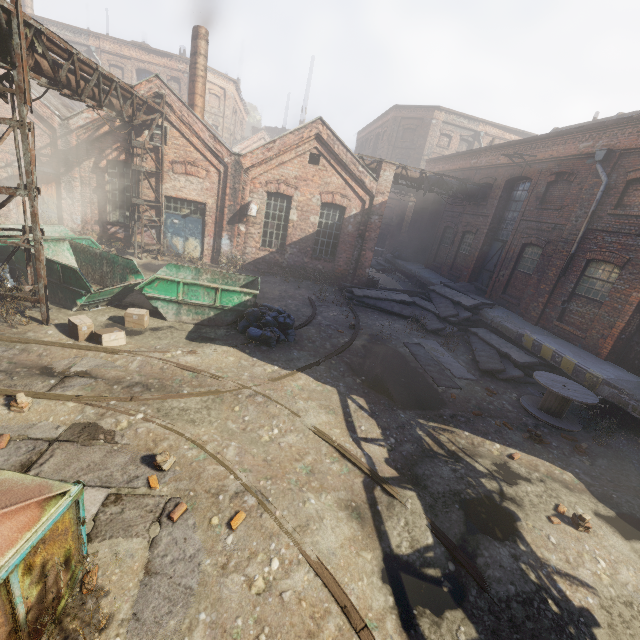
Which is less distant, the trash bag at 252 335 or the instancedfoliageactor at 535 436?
the instancedfoliageactor at 535 436

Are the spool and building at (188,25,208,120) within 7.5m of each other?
no

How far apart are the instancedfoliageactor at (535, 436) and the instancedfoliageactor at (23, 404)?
10.3 meters

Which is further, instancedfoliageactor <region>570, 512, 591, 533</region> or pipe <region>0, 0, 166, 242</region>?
pipe <region>0, 0, 166, 242</region>

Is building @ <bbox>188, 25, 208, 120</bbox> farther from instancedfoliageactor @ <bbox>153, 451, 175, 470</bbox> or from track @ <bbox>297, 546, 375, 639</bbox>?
instancedfoliageactor @ <bbox>153, 451, 175, 470</bbox>

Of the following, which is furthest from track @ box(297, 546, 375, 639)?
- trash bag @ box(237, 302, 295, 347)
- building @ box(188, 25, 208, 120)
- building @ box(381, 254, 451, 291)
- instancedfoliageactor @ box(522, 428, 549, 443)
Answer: building @ box(188, 25, 208, 120)

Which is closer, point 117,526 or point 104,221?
point 117,526

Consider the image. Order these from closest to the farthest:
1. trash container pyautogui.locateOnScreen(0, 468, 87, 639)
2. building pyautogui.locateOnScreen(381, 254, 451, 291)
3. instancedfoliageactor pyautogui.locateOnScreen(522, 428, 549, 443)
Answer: trash container pyautogui.locateOnScreen(0, 468, 87, 639)
instancedfoliageactor pyautogui.locateOnScreen(522, 428, 549, 443)
building pyautogui.locateOnScreen(381, 254, 451, 291)
